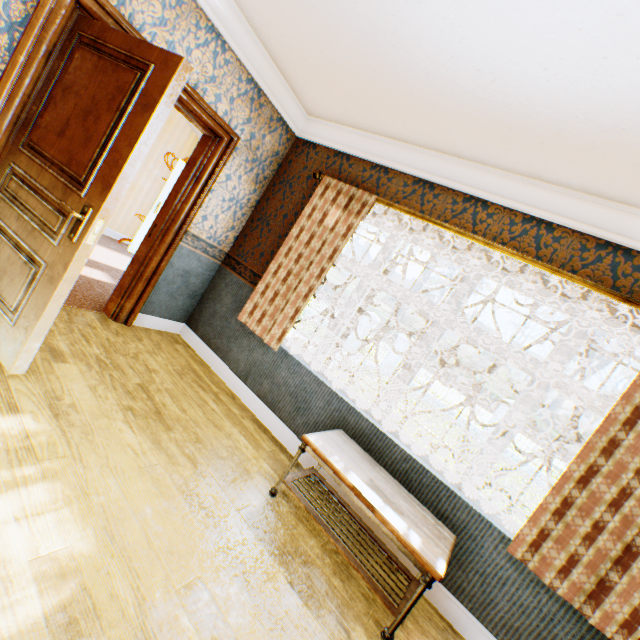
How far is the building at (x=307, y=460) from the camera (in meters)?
3.00

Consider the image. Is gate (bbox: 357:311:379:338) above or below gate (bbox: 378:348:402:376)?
above

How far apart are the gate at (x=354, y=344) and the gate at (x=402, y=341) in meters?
1.0 m

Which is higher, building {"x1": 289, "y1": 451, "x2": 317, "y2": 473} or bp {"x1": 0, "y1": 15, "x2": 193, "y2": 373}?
bp {"x1": 0, "y1": 15, "x2": 193, "y2": 373}

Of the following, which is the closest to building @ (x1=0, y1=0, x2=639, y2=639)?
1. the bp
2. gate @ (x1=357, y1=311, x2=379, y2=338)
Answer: the bp

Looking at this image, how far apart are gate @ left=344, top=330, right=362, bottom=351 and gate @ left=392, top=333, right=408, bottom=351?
1.0m

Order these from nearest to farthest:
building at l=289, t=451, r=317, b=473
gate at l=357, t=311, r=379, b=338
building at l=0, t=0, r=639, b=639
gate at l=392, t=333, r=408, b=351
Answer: building at l=0, t=0, r=639, b=639, building at l=289, t=451, r=317, b=473, gate at l=392, t=333, r=408, b=351, gate at l=357, t=311, r=379, b=338

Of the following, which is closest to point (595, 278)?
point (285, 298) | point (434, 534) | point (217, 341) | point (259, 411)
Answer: point (434, 534)
